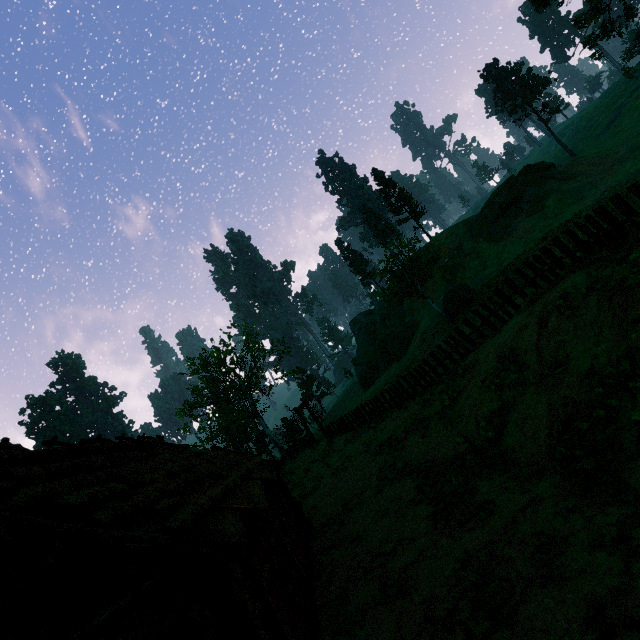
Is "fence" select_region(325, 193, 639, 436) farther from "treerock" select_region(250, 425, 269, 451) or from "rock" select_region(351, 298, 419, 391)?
"rock" select_region(351, 298, 419, 391)

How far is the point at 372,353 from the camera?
51.53m

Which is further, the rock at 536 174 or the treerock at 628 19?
the rock at 536 174

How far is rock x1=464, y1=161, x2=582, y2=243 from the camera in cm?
3809

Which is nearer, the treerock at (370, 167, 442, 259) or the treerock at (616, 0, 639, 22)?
the treerock at (616, 0, 639, 22)

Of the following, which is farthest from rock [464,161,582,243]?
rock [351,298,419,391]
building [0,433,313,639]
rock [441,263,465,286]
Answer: building [0,433,313,639]

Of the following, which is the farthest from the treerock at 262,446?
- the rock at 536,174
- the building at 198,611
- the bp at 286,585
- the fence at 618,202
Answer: the bp at 286,585

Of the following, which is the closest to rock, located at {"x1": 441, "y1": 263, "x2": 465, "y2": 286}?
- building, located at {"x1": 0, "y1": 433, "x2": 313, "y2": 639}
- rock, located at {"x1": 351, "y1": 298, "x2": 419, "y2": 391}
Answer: rock, located at {"x1": 351, "y1": 298, "x2": 419, "y2": 391}
